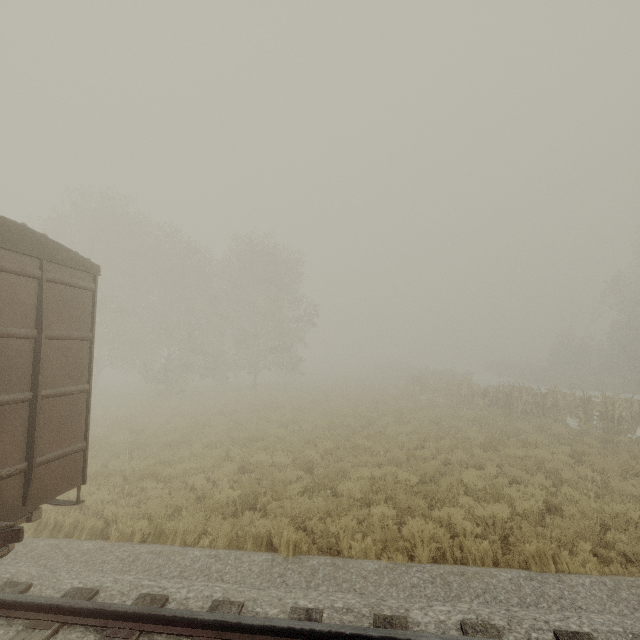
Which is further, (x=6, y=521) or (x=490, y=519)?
(x=490, y=519)
